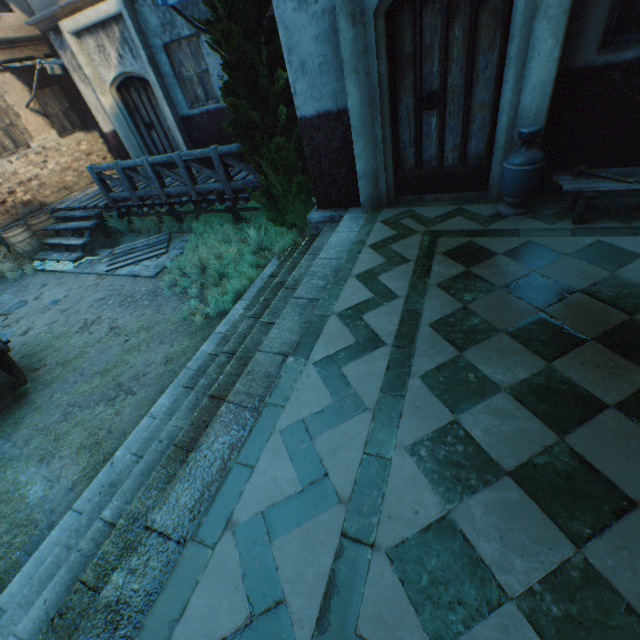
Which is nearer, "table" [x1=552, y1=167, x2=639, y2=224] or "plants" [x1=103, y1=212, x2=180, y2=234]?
"table" [x1=552, y1=167, x2=639, y2=224]

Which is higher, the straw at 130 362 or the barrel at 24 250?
the barrel at 24 250

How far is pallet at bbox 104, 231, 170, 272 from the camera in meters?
7.8

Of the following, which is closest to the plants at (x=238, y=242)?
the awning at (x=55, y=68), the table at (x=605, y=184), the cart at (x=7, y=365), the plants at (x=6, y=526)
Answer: the cart at (x=7, y=365)

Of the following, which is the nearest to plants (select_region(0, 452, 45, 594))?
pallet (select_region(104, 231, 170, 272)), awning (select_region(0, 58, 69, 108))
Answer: pallet (select_region(104, 231, 170, 272))

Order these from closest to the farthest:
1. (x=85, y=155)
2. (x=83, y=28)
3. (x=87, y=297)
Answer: (x=87, y=297), (x=83, y=28), (x=85, y=155)

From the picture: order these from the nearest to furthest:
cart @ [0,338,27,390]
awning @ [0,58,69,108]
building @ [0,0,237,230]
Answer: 1. cart @ [0,338,27,390]
2. building @ [0,0,237,230]
3. awning @ [0,58,69,108]

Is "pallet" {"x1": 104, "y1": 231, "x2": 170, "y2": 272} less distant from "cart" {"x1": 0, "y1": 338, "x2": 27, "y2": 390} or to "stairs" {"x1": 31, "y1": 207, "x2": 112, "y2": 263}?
"stairs" {"x1": 31, "y1": 207, "x2": 112, "y2": 263}
